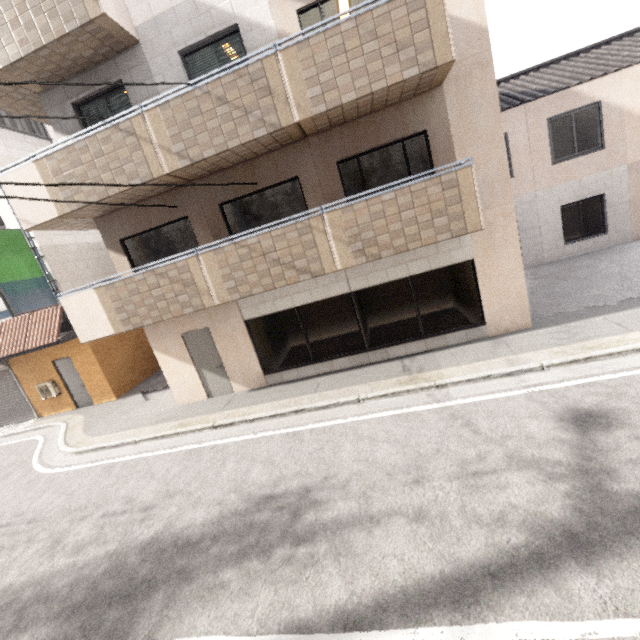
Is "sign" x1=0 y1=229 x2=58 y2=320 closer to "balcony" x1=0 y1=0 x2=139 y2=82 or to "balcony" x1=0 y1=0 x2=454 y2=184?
"balcony" x1=0 y1=0 x2=454 y2=184

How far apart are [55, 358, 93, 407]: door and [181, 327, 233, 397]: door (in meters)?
6.27

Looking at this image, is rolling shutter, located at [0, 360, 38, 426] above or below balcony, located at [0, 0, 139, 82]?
below

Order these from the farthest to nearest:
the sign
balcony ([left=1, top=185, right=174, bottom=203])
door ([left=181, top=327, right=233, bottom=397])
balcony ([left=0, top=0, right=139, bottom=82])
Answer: the sign → door ([left=181, top=327, right=233, bottom=397]) → balcony ([left=1, top=185, right=174, bottom=203]) → balcony ([left=0, top=0, right=139, bottom=82])

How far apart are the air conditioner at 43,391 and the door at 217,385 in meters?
7.3

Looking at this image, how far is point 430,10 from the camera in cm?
550

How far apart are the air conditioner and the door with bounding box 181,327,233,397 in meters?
7.3

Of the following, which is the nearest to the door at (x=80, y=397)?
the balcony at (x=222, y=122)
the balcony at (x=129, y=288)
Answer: the balcony at (x=129, y=288)
